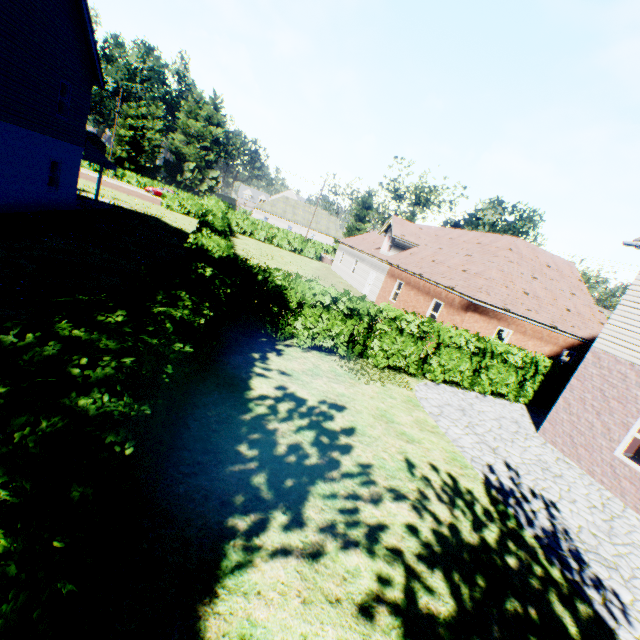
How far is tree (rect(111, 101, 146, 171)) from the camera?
55.3m

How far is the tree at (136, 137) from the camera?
55.3 meters

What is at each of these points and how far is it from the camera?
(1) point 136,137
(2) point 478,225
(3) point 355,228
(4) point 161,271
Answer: (1) tree, 58.9 meters
(2) tree, 34.7 meters
(3) tree, 40.0 meters
(4) hedge, 6.0 meters

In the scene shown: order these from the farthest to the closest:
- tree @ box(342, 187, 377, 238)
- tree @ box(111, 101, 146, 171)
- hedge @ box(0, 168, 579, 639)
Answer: tree @ box(111, 101, 146, 171), tree @ box(342, 187, 377, 238), hedge @ box(0, 168, 579, 639)

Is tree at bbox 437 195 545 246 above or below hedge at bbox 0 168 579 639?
above

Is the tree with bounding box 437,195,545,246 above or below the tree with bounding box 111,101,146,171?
above
